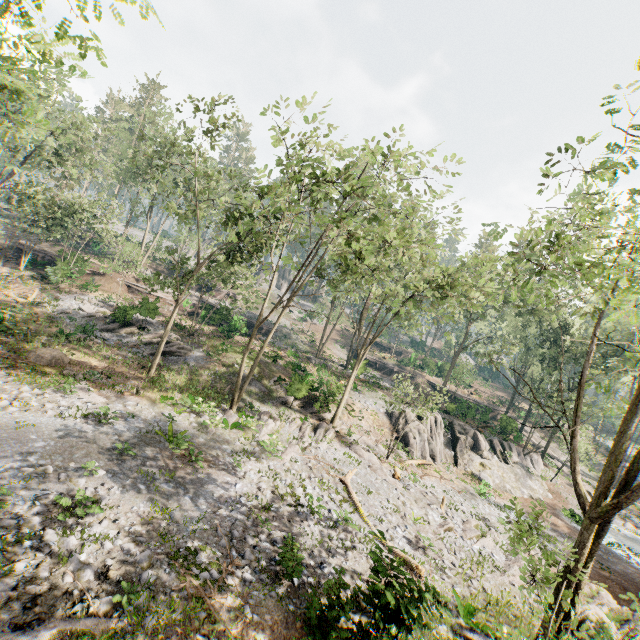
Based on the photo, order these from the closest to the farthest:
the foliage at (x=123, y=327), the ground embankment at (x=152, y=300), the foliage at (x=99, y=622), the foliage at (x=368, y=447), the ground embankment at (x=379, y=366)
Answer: the foliage at (x=99, y=622)
the foliage at (x=368, y=447)
the foliage at (x=123, y=327)
the ground embankment at (x=152, y=300)
the ground embankment at (x=379, y=366)

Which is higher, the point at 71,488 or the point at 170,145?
the point at 170,145

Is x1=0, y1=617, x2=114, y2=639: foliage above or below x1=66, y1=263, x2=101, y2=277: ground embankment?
below

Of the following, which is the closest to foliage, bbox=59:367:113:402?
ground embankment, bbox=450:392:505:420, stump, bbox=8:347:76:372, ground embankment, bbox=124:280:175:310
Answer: ground embankment, bbox=450:392:505:420

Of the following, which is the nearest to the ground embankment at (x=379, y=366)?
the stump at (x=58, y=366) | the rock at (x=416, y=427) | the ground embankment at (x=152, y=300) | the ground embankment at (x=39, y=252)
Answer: the ground embankment at (x=152, y=300)

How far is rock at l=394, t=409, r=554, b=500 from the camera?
28.3m

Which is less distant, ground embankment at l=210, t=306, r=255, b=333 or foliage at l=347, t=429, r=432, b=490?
foliage at l=347, t=429, r=432, b=490

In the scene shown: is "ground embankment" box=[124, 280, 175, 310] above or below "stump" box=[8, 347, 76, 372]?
above
